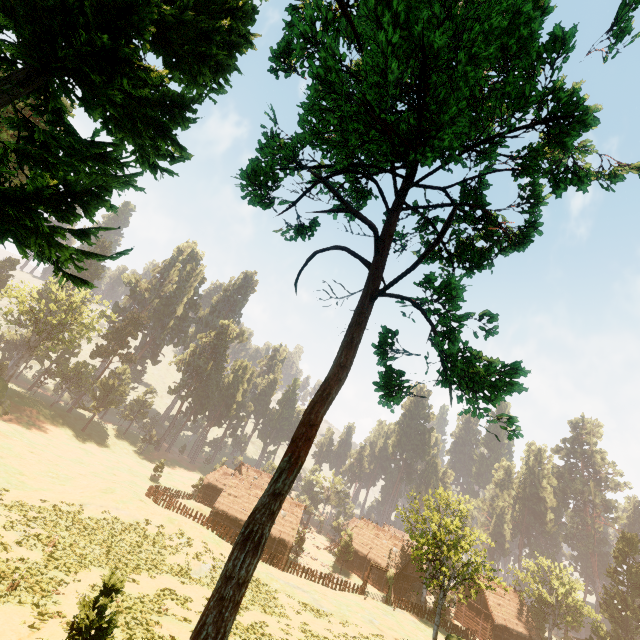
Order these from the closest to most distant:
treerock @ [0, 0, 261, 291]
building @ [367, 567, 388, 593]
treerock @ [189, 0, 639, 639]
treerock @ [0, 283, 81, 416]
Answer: treerock @ [189, 0, 639, 639] → treerock @ [0, 0, 261, 291] → building @ [367, 567, 388, 593] → treerock @ [0, 283, 81, 416]

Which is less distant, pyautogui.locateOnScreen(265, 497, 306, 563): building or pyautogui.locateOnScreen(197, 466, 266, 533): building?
pyautogui.locateOnScreen(265, 497, 306, 563): building

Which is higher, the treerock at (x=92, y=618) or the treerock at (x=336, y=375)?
the treerock at (x=336, y=375)

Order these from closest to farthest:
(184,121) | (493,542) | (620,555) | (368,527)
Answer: (184,121) → (493,542) → (620,555) → (368,527)

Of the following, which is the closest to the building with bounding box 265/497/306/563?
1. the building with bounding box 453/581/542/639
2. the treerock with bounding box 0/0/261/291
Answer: the treerock with bounding box 0/0/261/291

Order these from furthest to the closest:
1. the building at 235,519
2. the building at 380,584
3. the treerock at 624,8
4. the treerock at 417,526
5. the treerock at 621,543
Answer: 1. the building at 380,584
2. the treerock at 621,543
3. the building at 235,519
4. the treerock at 417,526
5. the treerock at 624,8

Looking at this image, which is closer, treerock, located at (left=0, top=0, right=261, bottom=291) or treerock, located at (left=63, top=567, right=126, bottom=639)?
treerock, located at (left=0, top=0, right=261, bottom=291)
